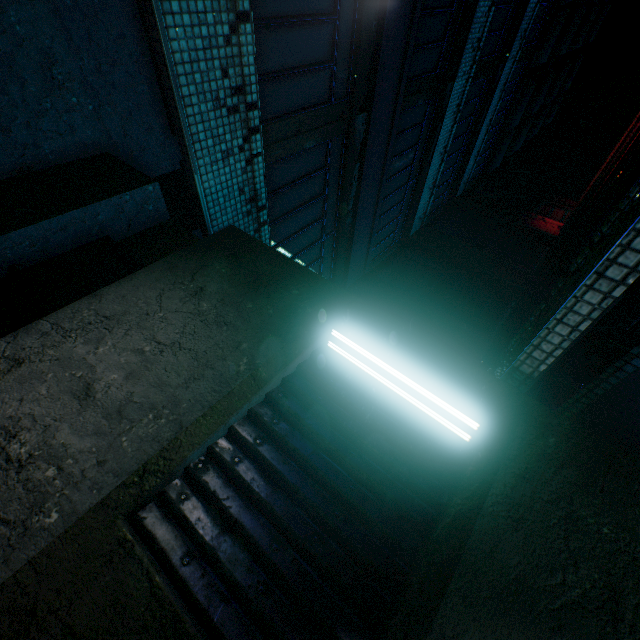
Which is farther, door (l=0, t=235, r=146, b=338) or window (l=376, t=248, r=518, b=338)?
window (l=376, t=248, r=518, b=338)

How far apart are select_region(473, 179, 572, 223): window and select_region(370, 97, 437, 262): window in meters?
4.6 m

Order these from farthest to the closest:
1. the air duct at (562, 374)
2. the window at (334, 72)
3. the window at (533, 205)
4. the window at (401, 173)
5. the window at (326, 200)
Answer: the window at (533, 205), the window at (401, 173), the window at (326, 200), the window at (334, 72), the air duct at (562, 374)

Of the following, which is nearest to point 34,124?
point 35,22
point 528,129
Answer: point 35,22

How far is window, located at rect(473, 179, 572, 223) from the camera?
10.22m

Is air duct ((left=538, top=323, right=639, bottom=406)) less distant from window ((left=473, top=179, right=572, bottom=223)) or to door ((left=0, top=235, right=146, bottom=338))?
door ((left=0, top=235, right=146, bottom=338))

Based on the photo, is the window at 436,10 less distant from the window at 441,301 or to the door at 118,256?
the window at 441,301

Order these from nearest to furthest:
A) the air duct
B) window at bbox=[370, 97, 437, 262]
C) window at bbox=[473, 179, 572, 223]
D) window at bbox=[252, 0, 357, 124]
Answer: the air duct < window at bbox=[252, 0, 357, 124] < window at bbox=[370, 97, 437, 262] < window at bbox=[473, 179, 572, 223]
